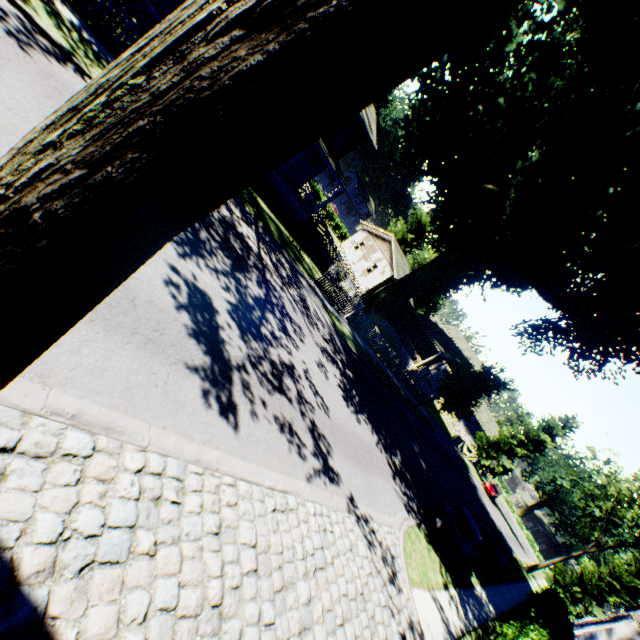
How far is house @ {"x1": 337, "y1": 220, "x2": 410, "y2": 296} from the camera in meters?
34.8 m

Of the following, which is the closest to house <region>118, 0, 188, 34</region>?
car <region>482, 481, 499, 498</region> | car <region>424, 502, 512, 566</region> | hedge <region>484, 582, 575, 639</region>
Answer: car <region>482, 481, 499, 498</region>

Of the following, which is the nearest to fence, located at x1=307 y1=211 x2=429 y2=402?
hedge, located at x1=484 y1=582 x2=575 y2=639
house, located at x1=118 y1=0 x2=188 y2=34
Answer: house, located at x1=118 y1=0 x2=188 y2=34

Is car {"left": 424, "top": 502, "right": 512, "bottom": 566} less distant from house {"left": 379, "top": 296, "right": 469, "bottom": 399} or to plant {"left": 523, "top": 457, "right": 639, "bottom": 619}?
plant {"left": 523, "top": 457, "right": 639, "bottom": 619}

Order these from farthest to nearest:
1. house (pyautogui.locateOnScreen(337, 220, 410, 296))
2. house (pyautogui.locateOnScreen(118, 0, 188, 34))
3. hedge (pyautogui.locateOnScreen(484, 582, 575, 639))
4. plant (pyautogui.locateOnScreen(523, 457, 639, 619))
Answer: house (pyautogui.locateOnScreen(337, 220, 410, 296)) < plant (pyautogui.locateOnScreen(523, 457, 639, 619)) < house (pyautogui.locateOnScreen(118, 0, 188, 34)) < hedge (pyautogui.locateOnScreen(484, 582, 575, 639))

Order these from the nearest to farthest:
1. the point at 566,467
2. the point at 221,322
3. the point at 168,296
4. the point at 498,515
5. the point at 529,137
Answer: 1. the point at 168,296
2. the point at 221,322
3. the point at 529,137
4. the point at 566,467
5. the point at 498,515

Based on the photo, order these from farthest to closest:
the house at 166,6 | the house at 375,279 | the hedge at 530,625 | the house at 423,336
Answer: the house at 423,336 < the house at 375,279 < the house at 166,6 < the hedge at 530,625

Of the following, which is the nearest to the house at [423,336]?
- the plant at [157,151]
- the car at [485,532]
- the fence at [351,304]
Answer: the plant at [157,151]
